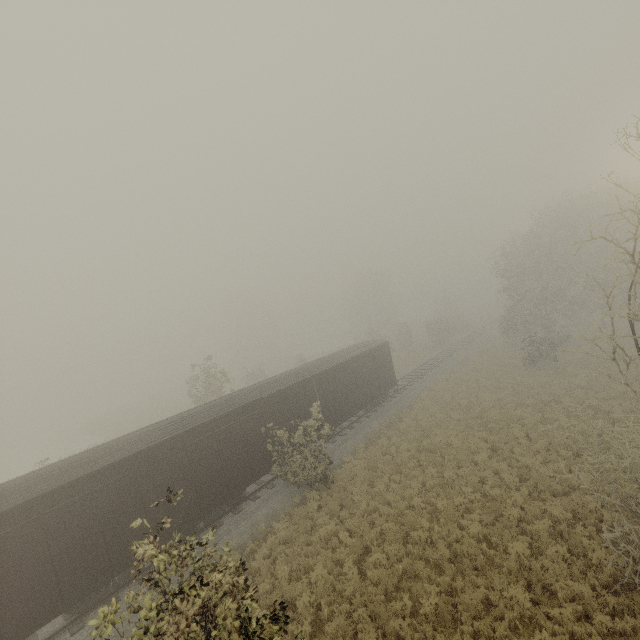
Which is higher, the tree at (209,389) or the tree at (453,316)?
the tree at (209,389)

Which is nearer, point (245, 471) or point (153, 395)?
point (245, 471)

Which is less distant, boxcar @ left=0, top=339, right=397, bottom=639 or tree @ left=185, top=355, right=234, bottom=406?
boxcar @ left=0, top=339, right=397, bottom=639

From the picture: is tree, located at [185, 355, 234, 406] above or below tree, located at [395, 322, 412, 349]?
above

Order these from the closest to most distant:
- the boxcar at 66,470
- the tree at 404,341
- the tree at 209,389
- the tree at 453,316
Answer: the boxcar at 66,470
the tree at 209,389
the tree at 453,316
the tree at 404,341

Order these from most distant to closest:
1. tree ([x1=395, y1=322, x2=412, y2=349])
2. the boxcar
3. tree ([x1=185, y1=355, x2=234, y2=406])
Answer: tree ([x1=395, y1=322, x2=412, y2=349])
tree ([x1=185, y1=355, x2=234, y2=406])
the boxcar

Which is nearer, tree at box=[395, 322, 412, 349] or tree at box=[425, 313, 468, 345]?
tree at box=[425, 313, 468, 345]
